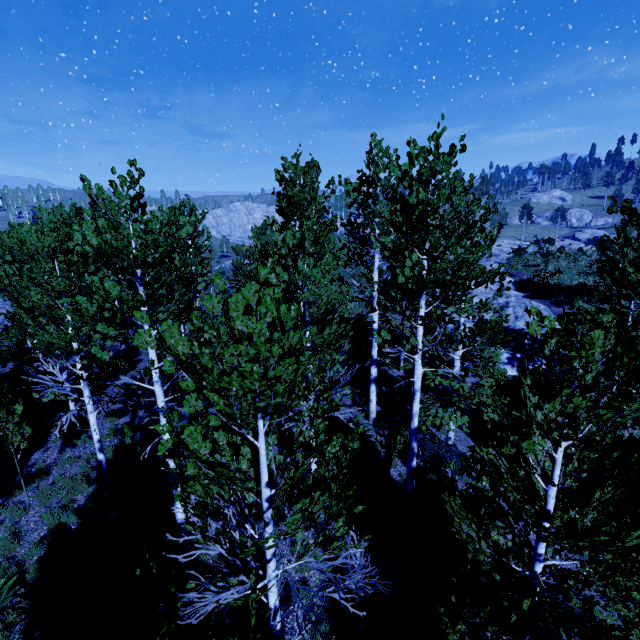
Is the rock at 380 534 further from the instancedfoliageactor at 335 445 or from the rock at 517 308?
the rock at 517 308

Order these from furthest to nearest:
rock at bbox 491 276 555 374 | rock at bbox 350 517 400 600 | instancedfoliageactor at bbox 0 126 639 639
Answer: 1. rock at bbox 491 276 555 374
2. rock at bbox 350 517 400 600
3. instancedfoliageactor at bbox 0 126 639 639

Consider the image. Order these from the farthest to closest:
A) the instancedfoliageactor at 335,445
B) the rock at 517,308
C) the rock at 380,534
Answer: the rock at 517,308, the rock at 380,534, the instancedfoliageactor at 335,445

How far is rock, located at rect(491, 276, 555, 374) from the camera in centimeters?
1711cm

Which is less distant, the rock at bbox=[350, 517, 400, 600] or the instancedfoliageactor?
the instancedfoliageactor

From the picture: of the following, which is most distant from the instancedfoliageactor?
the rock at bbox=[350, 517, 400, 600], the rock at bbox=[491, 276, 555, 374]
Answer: the rock at bbox=[491, 276, 555, 374]

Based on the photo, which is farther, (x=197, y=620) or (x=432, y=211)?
(x=432, y=211)

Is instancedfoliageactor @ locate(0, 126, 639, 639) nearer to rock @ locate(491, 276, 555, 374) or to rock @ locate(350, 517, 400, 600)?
rock @ locate(350, 517, 400, 600)
